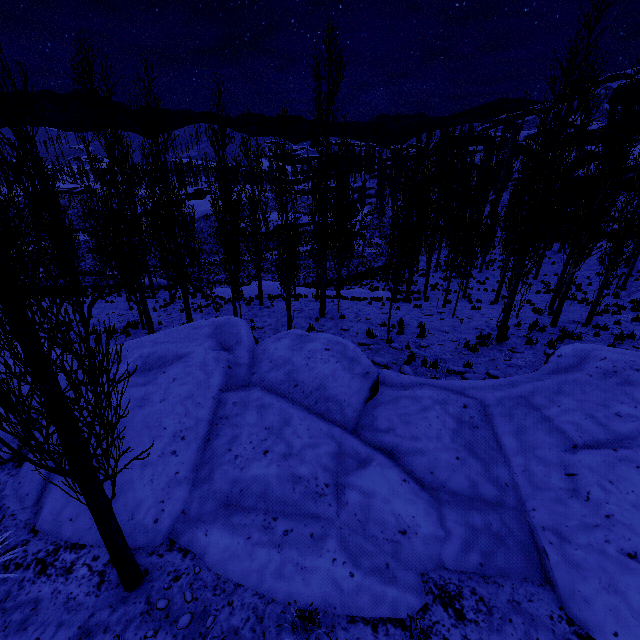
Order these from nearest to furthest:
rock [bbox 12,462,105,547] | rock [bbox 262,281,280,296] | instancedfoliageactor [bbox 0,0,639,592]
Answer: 1. instancedfoliageactor [bbox 0,0,639,592]
2. rock [bbox 12,462,105,547]
3. rock [bbox 262,281,280,296]

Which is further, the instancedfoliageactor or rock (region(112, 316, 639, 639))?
rock (region(112, 316, 639, 639))

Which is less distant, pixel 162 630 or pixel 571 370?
pixel 162 630

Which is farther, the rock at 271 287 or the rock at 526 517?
the rock at 271 287

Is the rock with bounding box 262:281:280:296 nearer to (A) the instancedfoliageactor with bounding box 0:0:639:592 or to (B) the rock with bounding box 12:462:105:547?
(A) the instancedfoliageactor with bounding box 0:0:639:592

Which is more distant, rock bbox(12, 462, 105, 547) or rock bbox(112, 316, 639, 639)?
rock bbox(12, 462, 105, 547)

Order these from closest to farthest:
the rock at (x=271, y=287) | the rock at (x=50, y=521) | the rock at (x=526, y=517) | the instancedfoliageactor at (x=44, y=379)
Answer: the instancedfoliageactor at (x=44, y=379) → the rock at (x=526, y=517) → the rock at (x=50, y=521) → the rock at (x=271, y=287)
